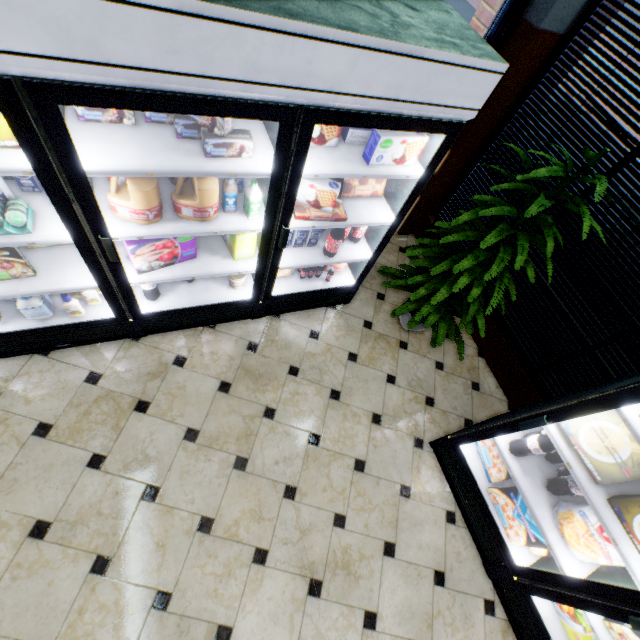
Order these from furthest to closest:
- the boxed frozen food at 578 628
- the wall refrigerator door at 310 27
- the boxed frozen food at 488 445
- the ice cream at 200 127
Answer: → the boxed frozen food at 488 445 → the boxed frozen food at 578 628 → the ice cream at 200 127 → the wall refrigerator door at 310 27

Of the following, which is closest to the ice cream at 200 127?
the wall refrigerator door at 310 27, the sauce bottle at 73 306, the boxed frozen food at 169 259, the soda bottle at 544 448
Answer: the wall refrigerator door at 310 27

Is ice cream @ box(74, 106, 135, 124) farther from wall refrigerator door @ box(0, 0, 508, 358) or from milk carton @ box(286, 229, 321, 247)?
milk carton @ box(286, 229, 321, 247)

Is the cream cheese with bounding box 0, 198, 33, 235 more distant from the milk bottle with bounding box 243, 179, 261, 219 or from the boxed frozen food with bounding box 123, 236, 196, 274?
the milk bottle with bounding box 243, 179, 261, 219

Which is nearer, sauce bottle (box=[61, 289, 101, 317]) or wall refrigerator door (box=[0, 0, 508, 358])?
wall refrigerator door (box=[0, 0, 508, 358])

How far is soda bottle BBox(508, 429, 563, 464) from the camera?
2.06m

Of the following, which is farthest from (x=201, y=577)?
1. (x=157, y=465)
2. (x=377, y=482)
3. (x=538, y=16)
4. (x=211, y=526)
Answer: (x=538, y=16)

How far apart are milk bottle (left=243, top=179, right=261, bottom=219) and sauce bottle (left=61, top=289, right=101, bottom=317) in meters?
1.3 m
